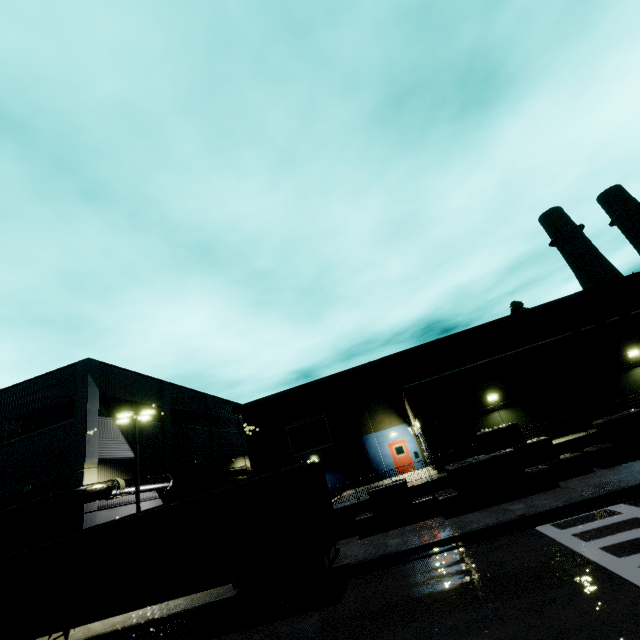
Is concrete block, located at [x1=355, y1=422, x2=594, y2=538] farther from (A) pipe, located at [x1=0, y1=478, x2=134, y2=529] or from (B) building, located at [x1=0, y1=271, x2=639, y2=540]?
(A) pipe, located at [x1=0, y1=478, x2=134, y2=529]

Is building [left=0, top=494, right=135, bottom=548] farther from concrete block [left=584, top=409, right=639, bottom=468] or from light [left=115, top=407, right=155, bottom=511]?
light [left=115, top=407, right=155, bottom=511]

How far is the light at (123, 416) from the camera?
18.9m

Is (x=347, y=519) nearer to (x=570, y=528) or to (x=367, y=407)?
(x=570, y=528)

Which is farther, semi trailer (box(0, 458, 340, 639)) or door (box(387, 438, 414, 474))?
door (box(387, 438, 414, 474))

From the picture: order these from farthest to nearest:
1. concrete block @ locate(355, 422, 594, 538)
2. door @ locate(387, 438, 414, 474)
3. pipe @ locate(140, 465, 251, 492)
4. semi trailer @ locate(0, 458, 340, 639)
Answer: door @ locate(387, 438, 414, 474), pipe @ locate(140, 465, 251, 492), concrete block @ locate(355, 422, 594, 538), semi trailer @ locate(0, 458, 340, 639)

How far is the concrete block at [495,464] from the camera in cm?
1385

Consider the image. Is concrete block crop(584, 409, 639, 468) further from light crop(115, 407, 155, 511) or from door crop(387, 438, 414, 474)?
door crop(387, 438, 414, 474)
